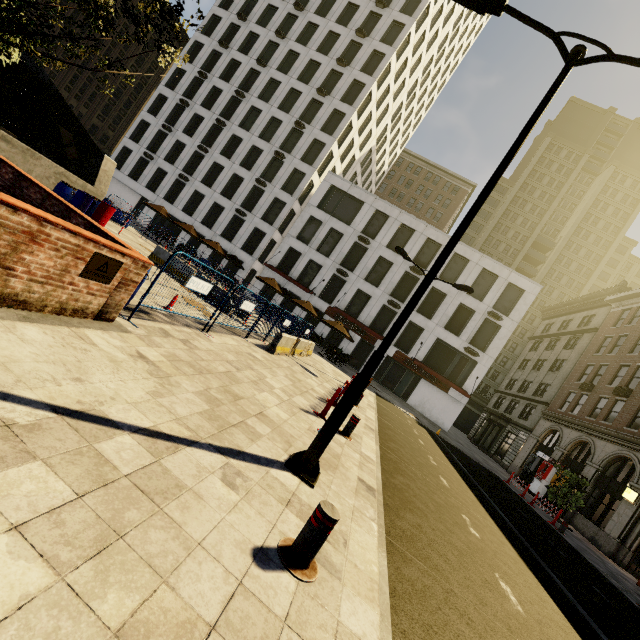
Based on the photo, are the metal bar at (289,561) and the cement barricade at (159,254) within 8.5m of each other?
no

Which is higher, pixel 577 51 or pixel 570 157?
pixel 570 157

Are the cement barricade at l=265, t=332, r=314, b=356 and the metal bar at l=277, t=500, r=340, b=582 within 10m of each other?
yes

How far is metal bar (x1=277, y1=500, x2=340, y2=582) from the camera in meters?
2.8 m

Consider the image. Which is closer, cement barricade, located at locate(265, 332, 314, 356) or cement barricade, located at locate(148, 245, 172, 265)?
cement barricade, located at locate(265, 332, 314, 356)

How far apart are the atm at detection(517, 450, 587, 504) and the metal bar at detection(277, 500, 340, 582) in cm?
2818

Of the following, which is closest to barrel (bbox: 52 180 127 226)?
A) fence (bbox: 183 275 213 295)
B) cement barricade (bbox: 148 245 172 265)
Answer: cement barricade (bbox: 148 245 172 265)

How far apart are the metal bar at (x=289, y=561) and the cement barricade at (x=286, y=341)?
9.0m
